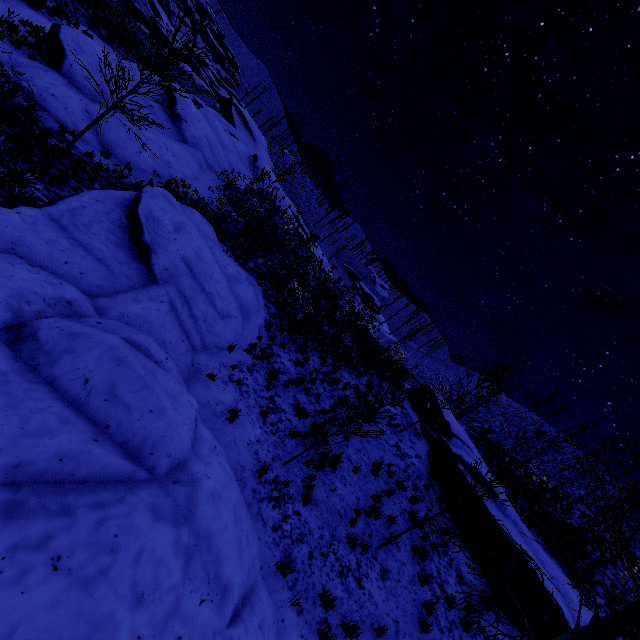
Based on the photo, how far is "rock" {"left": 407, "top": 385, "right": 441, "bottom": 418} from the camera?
17.9 meters

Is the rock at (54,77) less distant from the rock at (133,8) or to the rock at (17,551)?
the rock at (17,551)

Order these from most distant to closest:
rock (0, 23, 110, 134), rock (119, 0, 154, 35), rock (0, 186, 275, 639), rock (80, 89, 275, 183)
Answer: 1. rock (119, 0, 154, 35)
2. rock (80, 89, 275, 183)
3. rock (0, 23, 110, 134)
4. rock (0, 186, 275, 639)

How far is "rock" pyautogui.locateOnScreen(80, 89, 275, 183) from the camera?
14.7m

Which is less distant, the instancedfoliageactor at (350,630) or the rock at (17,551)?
the rock at (17,551)

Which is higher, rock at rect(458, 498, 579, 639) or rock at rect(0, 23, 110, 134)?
rock at rect(458, 498, 579, 639)

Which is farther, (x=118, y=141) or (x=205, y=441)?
(x=118, y=141)

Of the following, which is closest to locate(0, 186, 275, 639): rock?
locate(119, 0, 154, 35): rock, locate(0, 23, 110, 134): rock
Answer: locate(0, 23, 110, 134): rock
